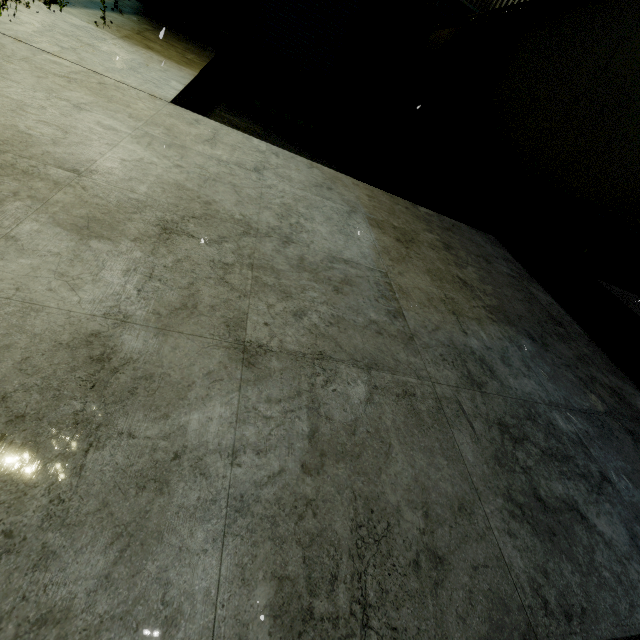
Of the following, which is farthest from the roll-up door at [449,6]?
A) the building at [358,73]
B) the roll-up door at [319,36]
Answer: the roll-up door at [319,36]

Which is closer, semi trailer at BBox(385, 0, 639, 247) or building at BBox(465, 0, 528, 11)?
semi trailer at BBox(385, 0, 639, 247)

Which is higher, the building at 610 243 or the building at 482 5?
the building at 482 5

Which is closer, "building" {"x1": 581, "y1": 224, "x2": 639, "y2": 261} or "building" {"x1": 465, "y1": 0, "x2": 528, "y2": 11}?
"building" {"x1": 465, "y1": 0, "x2": 528, "y2": 11}

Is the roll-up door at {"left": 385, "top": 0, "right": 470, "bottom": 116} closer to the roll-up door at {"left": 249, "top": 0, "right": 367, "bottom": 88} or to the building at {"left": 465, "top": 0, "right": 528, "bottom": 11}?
the building at {"left": 465, "top": 0, "right": 528, "bottom": 11}

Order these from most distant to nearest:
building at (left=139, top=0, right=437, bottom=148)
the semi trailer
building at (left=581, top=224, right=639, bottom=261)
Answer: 1. building at (left=581, top=224, right=639, bottom=261)
2. building at (left=139, top=0, right=437, bottom=148)
3. the semi trailer

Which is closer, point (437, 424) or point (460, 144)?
point (437, 424)
